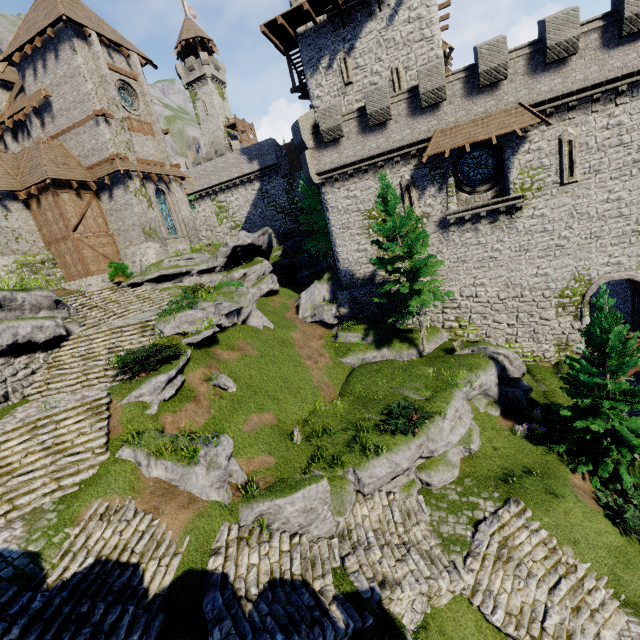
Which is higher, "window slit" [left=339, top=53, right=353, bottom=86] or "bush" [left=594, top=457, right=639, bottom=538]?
"window slit" [left=339, top=53, right=353, bottom=86]

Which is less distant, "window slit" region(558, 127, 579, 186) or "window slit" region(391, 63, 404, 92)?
"window slit" region(558, 127, 579, 186)

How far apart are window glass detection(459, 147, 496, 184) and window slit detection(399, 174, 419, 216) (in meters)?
2.64

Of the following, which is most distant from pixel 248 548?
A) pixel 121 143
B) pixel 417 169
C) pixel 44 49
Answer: pixel 44 49

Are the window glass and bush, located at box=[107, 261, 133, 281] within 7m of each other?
no

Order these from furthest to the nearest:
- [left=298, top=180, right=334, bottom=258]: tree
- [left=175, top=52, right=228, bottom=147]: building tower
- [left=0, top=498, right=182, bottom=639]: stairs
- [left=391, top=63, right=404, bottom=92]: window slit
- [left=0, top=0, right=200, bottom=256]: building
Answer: [left=175, top=52, right=228, bottom=147]: building tower, [left=298, top=180, right=334, bottom=258]: tree, [left=391, top=63, right=404, bottom=92]: window slit, [left=0, top=0, right=200, bottom=256]: building, [left=0, top=498, right=182, bottom=639]: stairs

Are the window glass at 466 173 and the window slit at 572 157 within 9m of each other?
yes

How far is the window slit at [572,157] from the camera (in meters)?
17.05
